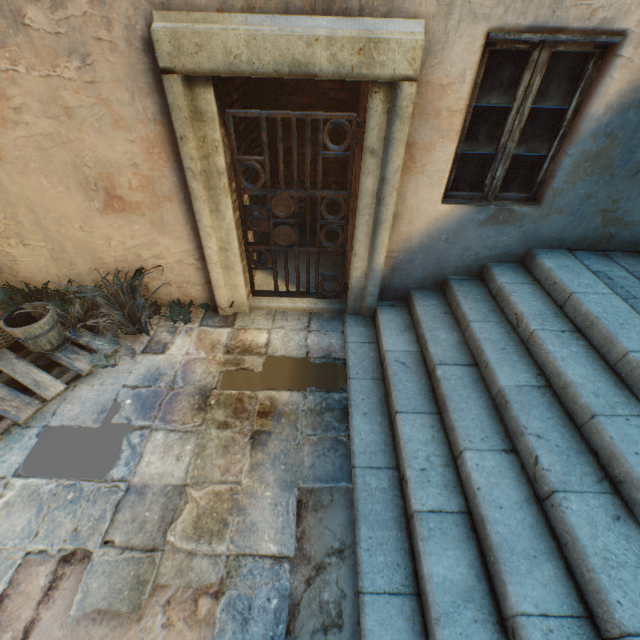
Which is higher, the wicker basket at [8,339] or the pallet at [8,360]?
the wicker basket at [8,339]

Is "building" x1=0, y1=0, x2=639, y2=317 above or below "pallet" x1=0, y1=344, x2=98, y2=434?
above

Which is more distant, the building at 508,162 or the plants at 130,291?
the plants at 130,291

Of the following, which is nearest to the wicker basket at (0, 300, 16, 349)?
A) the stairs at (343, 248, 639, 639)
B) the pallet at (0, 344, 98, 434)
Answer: the pallet at (0, 344, 98, 434)

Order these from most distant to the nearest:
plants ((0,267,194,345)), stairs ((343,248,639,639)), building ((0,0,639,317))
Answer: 1. plants ((0,267,194,345))
2. building ((0,0,639,317))
3. stairs ((343,248,639,639))

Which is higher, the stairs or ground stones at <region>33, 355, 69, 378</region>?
the stairs

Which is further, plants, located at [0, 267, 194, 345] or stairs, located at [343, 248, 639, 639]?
plants, located at [0, 267, 194, 345]

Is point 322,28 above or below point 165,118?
above
